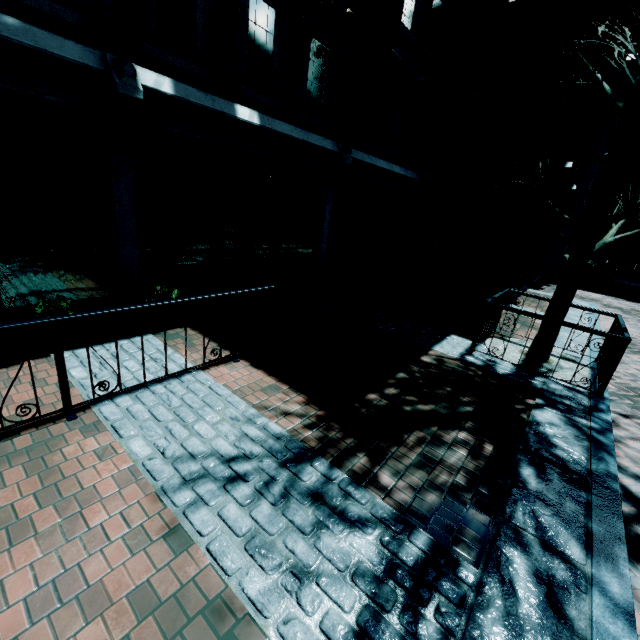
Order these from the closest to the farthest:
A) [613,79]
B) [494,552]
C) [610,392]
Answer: [494,552] → [610,392] → [613,79]

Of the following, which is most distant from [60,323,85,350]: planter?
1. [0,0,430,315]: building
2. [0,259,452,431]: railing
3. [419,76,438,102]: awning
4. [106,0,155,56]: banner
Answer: [419,76,438,102]: awning

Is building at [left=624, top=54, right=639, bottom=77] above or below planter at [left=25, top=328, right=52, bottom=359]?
above

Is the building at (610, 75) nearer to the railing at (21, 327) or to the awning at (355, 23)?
the awning at (355, 23)

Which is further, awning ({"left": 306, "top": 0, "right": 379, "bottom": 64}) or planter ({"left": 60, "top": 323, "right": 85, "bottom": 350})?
awning ({"left": 306, "top": 0, "right": 379, "bottom": 64})

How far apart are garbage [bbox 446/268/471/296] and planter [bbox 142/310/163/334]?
7.69m

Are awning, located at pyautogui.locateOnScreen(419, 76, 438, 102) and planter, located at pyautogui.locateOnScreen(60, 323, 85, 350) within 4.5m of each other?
no

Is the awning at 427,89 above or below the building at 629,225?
above
